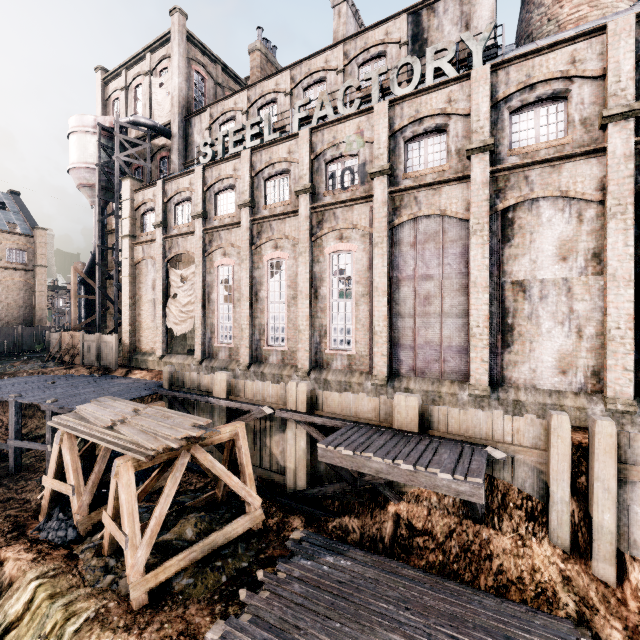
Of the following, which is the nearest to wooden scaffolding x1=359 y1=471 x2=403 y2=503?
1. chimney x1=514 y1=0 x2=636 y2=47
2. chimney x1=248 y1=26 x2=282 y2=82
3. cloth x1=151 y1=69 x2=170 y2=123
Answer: chimney x1=514 y1=0 x2=636 y2=47

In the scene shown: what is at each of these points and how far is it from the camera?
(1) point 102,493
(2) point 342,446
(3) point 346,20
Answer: (1) coal pile, 14.3m
(2) wooden platform, 10.5m
(3) chimney, 25.2m

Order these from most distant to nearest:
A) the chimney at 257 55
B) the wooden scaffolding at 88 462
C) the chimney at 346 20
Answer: the chimney at 257 55 < the chimney at 346 20 < the wooden scaffolding at 88 462

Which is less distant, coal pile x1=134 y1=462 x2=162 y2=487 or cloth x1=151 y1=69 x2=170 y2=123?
coal pile x1=134 y1=462 x2=162 y2=487

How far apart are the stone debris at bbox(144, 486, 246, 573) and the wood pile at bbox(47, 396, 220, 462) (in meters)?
3.50

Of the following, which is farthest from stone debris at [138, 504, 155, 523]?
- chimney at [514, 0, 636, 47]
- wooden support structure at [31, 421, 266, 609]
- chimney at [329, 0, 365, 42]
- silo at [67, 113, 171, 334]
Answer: chimney at [329, 0, 365, 42]

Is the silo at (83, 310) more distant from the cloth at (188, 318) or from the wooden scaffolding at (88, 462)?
the cloth at (188, 318)

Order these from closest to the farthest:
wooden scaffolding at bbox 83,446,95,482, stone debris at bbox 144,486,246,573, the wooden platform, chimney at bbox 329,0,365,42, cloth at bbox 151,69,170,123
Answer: the wooden platform, stone debris at bbox 144,486,246,573, wooden scaffolding at bbox 83,446,95,482, chimney at bbox 329,0,365,42, cloth at bbox 151,69,170,123
